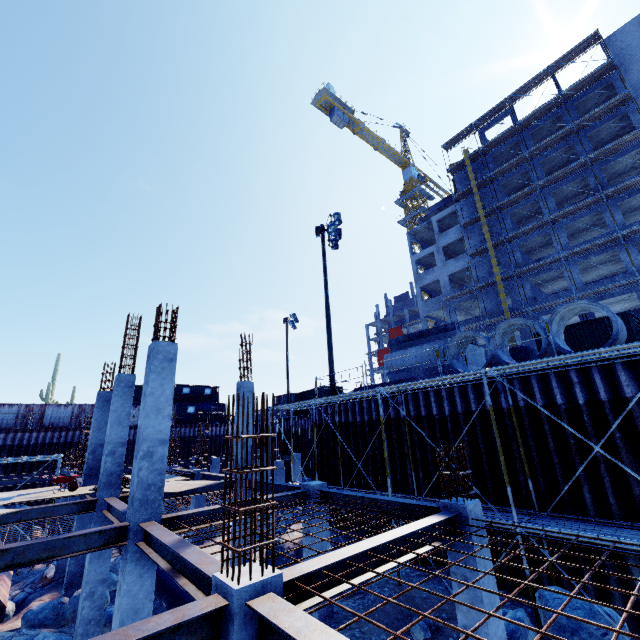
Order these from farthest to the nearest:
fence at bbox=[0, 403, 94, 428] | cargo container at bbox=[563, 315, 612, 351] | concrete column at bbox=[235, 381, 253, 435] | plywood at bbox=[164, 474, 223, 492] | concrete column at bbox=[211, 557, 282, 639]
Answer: fence at bbox=[0, 403, 94, 428]
cargo container at bbox=[563, 315, 612, 351]
concrete column at bbox=[235, 381, 253, 435]
plywood at bbox=[164, 474, 223, 492]
concrete column at bbox=[211, 557, 282, 639]

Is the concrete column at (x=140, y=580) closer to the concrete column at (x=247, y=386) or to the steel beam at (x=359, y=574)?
the steel beam at (x=359, y=574)

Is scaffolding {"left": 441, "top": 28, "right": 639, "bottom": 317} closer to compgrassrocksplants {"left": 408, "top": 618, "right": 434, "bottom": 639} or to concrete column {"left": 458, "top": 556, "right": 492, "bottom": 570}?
compgrassrocksplants {"left": 408, "top": 618, "right": 434, "bottom": 639}

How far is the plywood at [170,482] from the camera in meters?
11.4 m

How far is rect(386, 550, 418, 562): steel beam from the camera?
5.2m

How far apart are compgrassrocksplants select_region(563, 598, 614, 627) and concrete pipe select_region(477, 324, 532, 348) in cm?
570

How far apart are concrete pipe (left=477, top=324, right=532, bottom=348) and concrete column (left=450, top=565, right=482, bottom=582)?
5.42m

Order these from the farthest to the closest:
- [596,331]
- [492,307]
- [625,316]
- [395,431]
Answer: [492,307]
[596,331]
[625,316]
[395,431]
